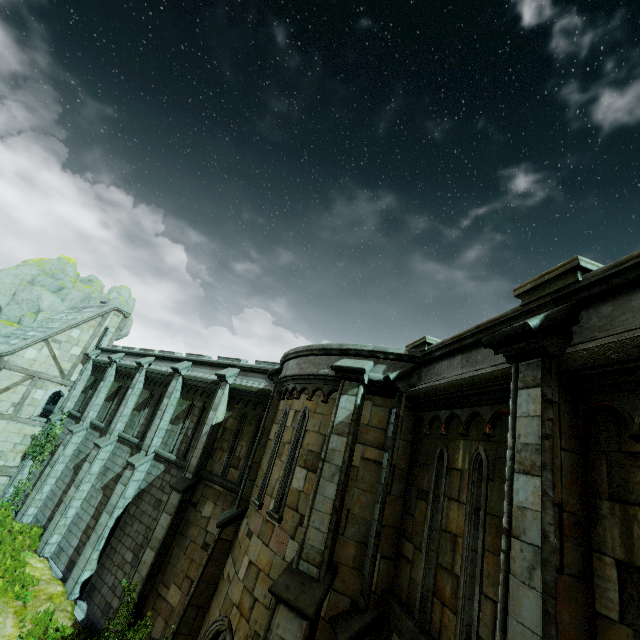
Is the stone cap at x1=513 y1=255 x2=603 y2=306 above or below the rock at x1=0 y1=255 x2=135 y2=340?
below

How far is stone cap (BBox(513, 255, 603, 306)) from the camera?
3.69m

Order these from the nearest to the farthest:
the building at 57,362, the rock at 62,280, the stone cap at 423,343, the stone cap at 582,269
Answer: the stone cap at 582,269
the stone cap at 423,343
the building at 57,362
the rock at 62,280

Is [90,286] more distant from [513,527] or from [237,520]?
[513,527]

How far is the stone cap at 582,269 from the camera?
3.7 meters

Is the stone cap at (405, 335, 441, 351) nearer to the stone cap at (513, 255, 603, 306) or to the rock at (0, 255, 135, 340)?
the stone cap at (513, 255, 603, 306)

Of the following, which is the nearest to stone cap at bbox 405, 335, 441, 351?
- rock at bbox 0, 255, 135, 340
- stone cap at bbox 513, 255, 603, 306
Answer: stone cap at bbox 513, 255, 603, 306

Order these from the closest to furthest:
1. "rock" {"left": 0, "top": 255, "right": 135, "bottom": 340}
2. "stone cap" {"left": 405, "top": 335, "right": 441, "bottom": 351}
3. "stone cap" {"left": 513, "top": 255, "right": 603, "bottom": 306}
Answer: "stone cap" {"left": 513, "top": 255, "right": 603, "bottom": 306} → "stone cap" {"left": 405, "top": 335, "right": 441, "bottom": 351} → "rock" {"left": 0, "top": 255, "right": 135, "bottom": 340}
